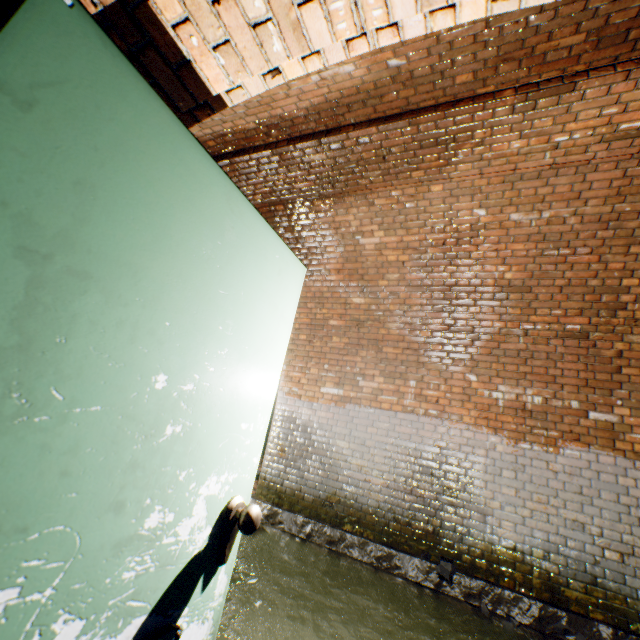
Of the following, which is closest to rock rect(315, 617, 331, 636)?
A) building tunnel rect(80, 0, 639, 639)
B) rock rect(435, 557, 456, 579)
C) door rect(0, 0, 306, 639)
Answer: building tunnel rect(80, 0, 639, 639)

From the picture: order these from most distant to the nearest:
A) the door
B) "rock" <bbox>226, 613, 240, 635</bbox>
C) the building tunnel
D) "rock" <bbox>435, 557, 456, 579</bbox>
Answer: "rock" <bbox>435, 557, 456, 579</bbox>
"rock" <bbox>226, 613, 240, 635</bbox>
the building tunnel
the door

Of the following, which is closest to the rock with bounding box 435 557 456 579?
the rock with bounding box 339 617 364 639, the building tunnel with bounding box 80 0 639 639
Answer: the building tunnel with bounding box 80 0 639 639

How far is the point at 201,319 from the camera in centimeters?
93cm

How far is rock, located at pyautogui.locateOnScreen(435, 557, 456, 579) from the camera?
3.5m

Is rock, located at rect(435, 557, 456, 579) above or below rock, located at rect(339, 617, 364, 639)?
above

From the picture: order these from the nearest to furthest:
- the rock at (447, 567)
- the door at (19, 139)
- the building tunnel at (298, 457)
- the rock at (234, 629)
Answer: the door at (19, 139)
the building tunnel at (298, 457)
the rock at (234, 629)
the rock at (447, 567)

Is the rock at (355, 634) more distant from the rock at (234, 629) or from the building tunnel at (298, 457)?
the rock at (234, 629)
